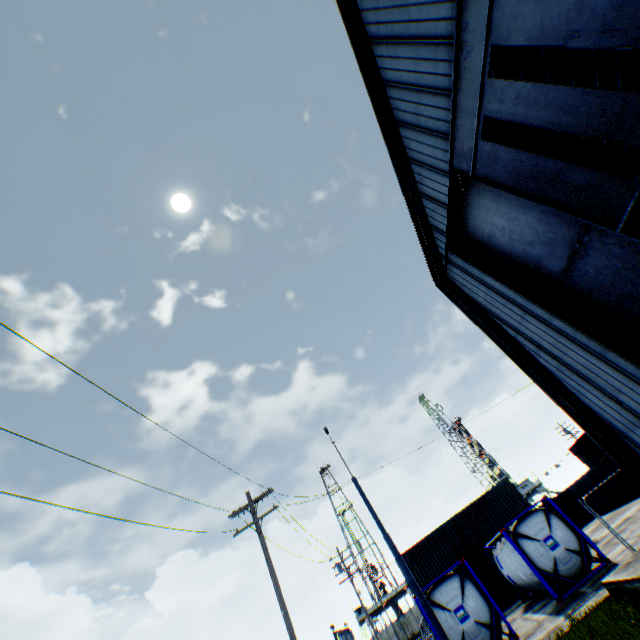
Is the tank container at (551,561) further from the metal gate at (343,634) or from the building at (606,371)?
the metal gate at (343,634)

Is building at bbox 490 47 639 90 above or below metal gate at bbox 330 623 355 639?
above

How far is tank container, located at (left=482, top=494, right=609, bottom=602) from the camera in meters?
14.0 m

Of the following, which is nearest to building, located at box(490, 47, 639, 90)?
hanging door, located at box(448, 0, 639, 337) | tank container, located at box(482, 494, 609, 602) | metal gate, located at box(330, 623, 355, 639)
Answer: hanging door, located at box(448, 0, 639, 337)

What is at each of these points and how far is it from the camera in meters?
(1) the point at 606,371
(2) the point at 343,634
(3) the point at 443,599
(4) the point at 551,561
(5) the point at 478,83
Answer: (1) building, 9.9
(2) metal gate, 46.4
(3) tank container, 14.4
(4) tank container, 14.3
(5) hanging door, 8.7

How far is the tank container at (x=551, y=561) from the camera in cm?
1395

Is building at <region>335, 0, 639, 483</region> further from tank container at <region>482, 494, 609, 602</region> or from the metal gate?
the metal gate

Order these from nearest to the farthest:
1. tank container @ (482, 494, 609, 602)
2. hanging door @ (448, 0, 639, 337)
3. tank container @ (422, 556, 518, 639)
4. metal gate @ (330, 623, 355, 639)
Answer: hanging door @ (448, 0, 639, 337) < tank container @ (422, 556, 518, 639) < tank container @ (482, 494, 609, 602) < metal gate @ (330, 623, 355, 639)
